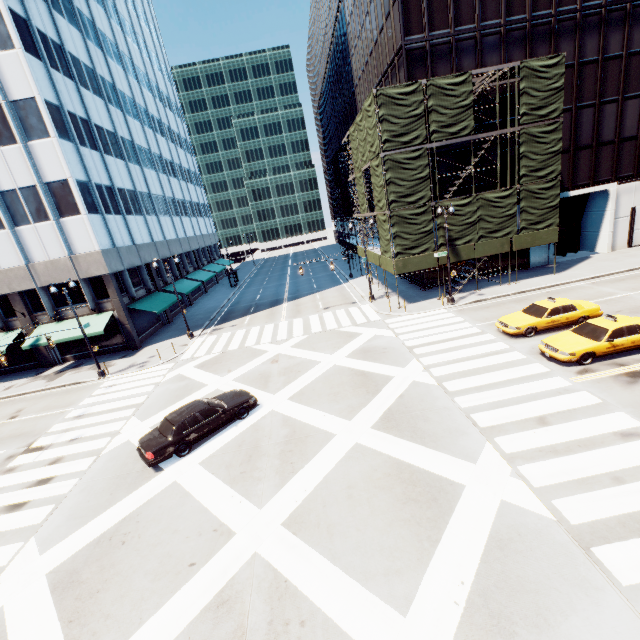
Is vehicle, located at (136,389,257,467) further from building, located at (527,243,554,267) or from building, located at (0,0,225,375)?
building, located at (527,243,554,267)

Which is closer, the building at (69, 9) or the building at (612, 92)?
the building at (69, 9)

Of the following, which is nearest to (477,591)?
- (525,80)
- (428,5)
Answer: (525,80)

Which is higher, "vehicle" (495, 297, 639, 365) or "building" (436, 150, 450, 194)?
"building" (436, 150, 450, 194)

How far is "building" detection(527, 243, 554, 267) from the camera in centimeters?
2980cm

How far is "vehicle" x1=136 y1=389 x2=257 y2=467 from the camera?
12.9m

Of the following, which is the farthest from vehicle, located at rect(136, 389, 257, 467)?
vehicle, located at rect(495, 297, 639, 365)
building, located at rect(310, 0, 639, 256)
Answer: building, located at rect(310, 0, 639, 256)

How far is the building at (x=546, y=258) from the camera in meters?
29.8
